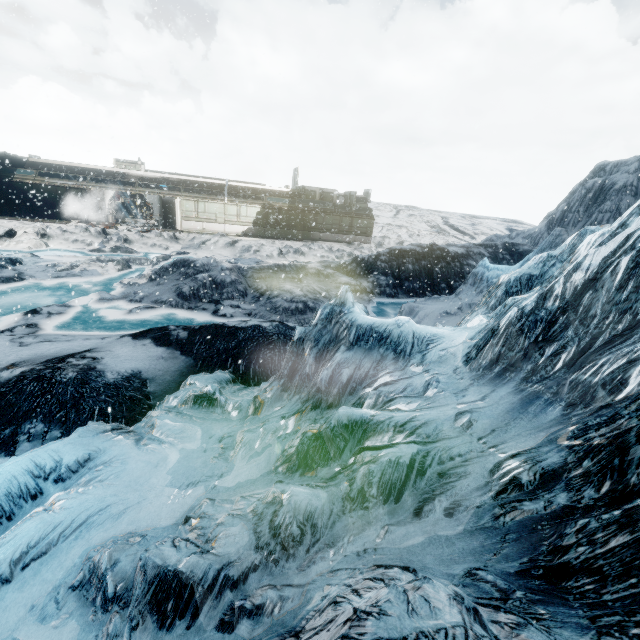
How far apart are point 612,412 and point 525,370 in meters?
0.8
